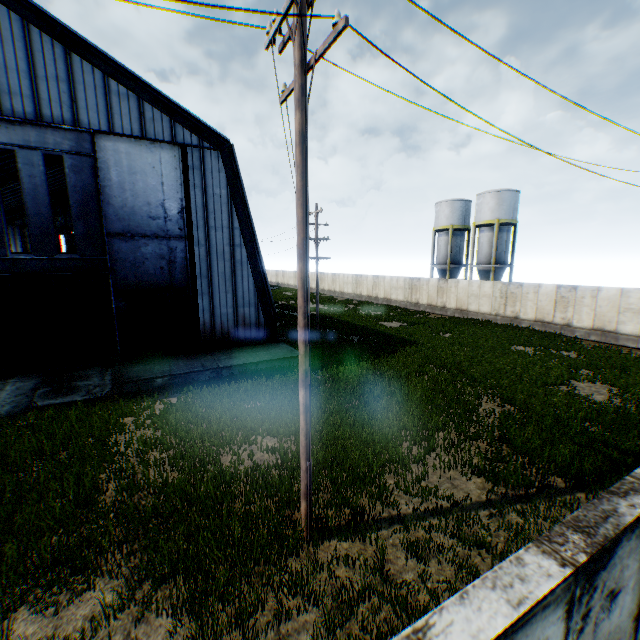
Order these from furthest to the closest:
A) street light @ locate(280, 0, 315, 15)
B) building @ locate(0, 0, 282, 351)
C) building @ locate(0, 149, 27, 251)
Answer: building @ locate(0, 149, 27, 251) < building @ locate(0, 0, 282, 351) < street light @ locate(280, 0, 315, 15)

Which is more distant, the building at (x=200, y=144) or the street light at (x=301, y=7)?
the building at (x=200, y=144)

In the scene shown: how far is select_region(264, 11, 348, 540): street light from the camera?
4.88m

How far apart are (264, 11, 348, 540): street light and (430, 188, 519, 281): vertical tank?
33.25m

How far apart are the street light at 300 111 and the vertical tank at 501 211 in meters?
33.3 m

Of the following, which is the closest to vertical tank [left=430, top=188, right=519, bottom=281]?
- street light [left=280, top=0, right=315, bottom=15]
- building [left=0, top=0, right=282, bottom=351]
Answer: building [left=0, top=0, right=282, bottom=351]

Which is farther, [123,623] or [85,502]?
[85,502]
